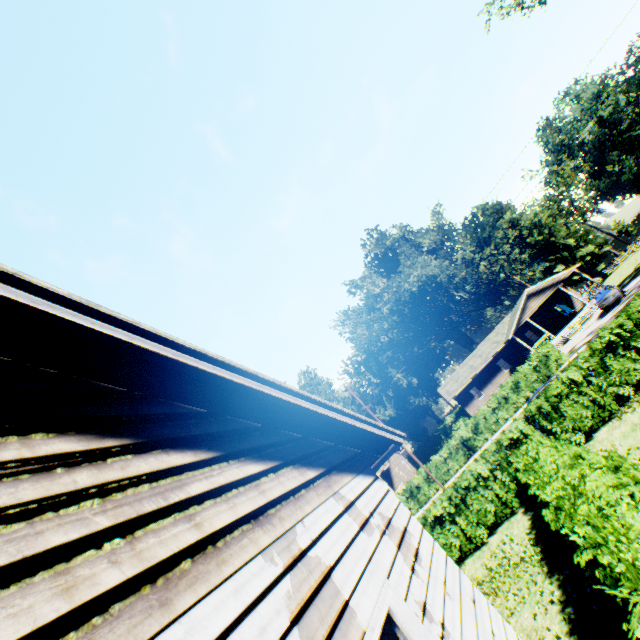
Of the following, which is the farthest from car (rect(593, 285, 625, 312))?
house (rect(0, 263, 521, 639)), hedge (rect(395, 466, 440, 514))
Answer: house (rect(0, 263, 521, 639))

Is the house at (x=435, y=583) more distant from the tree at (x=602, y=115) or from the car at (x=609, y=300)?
the car at (x=609, y=300)

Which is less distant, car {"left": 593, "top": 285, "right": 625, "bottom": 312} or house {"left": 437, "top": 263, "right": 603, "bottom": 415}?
car {"left": 593, "top": 285, "right": 625, "bottom": 312}

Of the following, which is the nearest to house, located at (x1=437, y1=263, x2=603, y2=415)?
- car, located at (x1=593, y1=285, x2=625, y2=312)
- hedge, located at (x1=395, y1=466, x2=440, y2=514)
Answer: car, located at (x1=593, y1=285, x2=625, y2=312)

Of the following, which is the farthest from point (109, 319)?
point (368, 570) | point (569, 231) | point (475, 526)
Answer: point (569, 231)

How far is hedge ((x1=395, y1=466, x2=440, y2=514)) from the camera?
28.3 meters

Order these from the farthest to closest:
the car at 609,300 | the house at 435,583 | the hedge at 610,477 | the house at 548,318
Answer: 1. the house at 548,318
2. the car at 609,300
3. the hedge at 610,477
4. the house at 435,583

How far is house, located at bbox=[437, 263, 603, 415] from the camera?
36.2m
